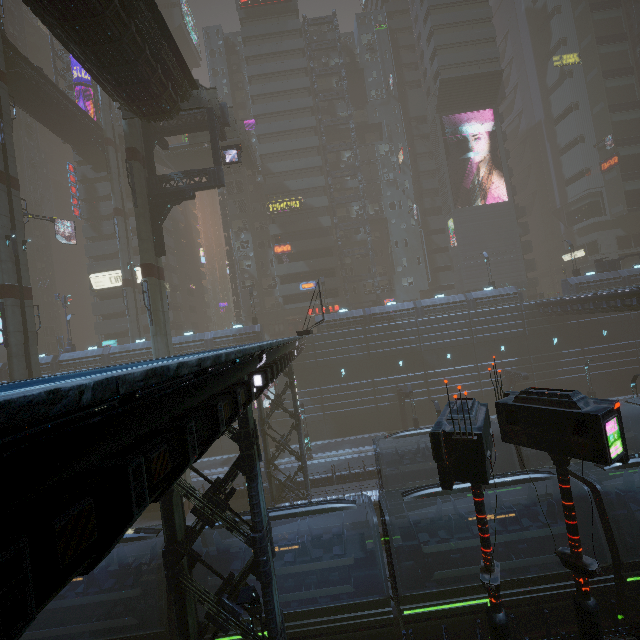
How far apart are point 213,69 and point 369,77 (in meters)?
24.16

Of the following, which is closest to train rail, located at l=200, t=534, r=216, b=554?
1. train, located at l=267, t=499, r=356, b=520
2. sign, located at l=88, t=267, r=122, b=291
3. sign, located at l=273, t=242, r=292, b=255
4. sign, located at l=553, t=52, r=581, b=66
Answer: train, located at l=267, t=499, r=356, b=520

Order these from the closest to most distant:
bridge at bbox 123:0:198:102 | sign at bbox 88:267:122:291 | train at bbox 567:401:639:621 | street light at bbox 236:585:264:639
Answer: street light at bbox 236:585:264:639, train at bbox 567:401:639:621, bridge at bbox 123:0:198:102, sign at bbox 88:267:122:291

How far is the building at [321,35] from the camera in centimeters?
5059cm

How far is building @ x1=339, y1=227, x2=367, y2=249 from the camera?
49.44m

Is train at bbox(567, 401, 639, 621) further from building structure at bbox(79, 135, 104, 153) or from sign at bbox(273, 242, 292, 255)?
sign at bbox(273, 242, 292, 255)

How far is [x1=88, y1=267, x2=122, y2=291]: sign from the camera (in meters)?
47.72

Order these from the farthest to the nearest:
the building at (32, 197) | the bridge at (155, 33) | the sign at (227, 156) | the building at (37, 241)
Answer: the building at (32, 197)
the building at (37, 241)
the sign at (227, 156)
the bridge at (155, 33)
